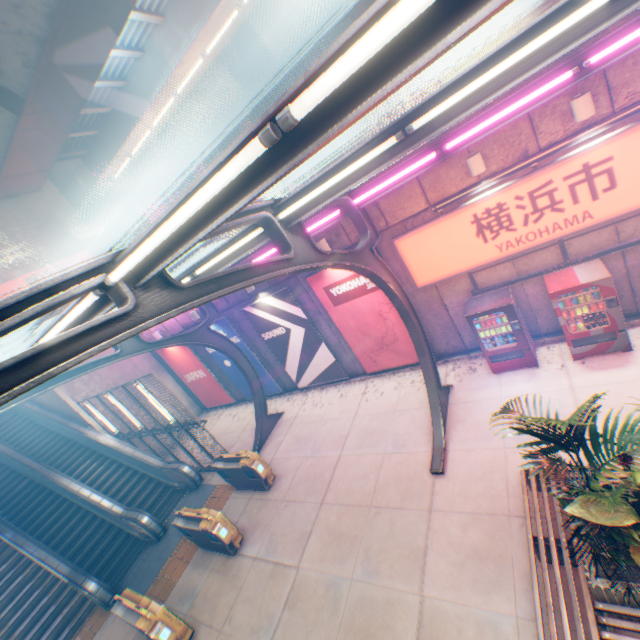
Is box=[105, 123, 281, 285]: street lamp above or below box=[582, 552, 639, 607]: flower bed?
above

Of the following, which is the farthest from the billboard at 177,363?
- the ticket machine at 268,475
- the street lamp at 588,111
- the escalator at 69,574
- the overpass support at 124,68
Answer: the street lamp at 588,111

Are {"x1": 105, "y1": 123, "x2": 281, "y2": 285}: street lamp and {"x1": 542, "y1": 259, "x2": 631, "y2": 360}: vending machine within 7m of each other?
no

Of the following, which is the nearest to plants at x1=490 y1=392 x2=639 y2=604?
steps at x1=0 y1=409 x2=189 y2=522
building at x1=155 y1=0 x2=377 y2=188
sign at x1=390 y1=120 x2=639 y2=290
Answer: sign at x1=390 y1=120 x2=639 y2=290

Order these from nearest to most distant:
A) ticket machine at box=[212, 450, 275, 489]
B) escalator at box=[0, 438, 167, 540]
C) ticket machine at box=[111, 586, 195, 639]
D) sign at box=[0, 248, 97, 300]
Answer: ticket machine at box=[111, 586, 195, 639], ticket machine at box=[212, 450, 275, 489], escalator at box=[0, 438, 167, 540], sign at box=[0, 248, 97, 300]

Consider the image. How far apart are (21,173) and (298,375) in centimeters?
1443cm

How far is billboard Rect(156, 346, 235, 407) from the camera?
16.1m

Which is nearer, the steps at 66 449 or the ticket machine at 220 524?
the ticket machine at 220 524
